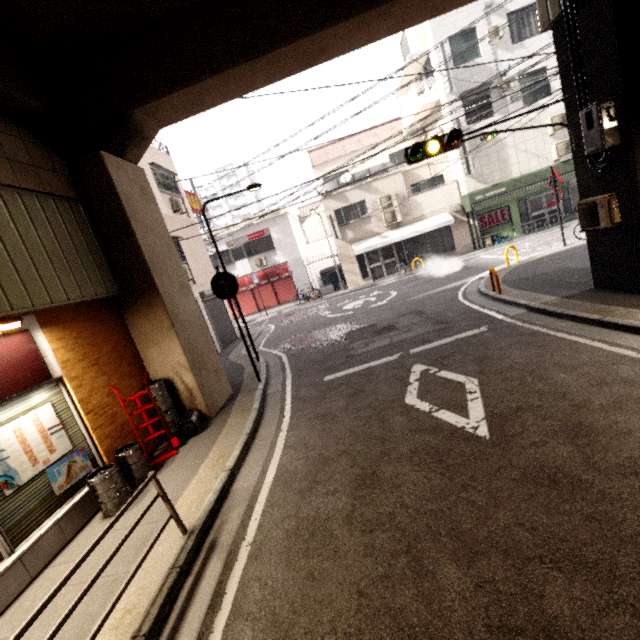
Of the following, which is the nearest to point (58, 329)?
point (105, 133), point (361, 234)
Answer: point (105, 133)

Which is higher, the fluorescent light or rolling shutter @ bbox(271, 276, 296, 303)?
the fluorescent light

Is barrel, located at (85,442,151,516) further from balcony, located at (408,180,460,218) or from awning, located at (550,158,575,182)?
awning, located at (550,158,575,182)

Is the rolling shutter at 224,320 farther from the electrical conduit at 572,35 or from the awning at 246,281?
the electrical conduit at 572,35

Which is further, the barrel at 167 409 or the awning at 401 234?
the awning at 401 234

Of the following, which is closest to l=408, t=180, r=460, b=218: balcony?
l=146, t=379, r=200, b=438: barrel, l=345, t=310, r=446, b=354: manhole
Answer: l=345, t=310, r=446, b=354: manhole

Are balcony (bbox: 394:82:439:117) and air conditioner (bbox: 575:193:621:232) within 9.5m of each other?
no

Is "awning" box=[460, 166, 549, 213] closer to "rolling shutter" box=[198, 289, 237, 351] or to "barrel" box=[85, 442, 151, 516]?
"rolling shutter" box=[198, 289, 237, 351]
